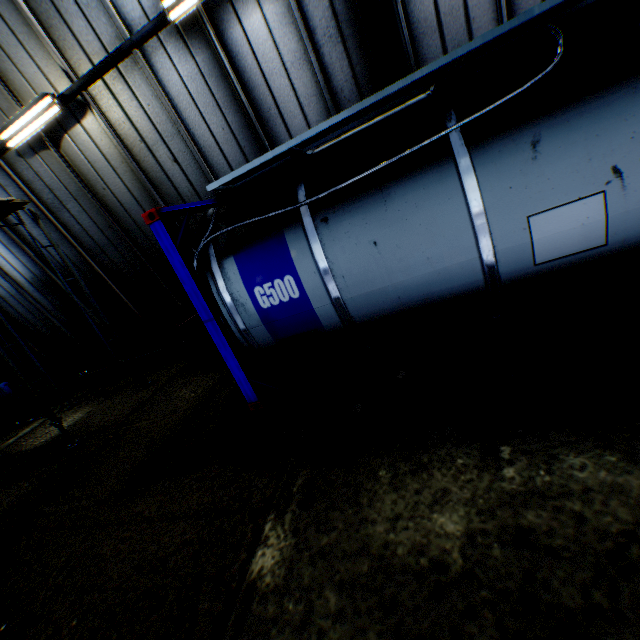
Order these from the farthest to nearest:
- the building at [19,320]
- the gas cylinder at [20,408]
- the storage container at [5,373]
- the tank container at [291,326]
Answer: the storage container at [5,373]
the gas cylinder at [20,408]
the building at [19,320]
the tank container at [291,326]

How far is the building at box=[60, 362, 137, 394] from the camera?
10.3 meters

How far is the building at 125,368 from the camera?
10.34m

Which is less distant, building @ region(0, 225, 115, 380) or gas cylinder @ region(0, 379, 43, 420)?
building @ region(0, 225, 115, 380)

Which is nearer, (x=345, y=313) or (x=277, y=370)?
(x=345, y=313)

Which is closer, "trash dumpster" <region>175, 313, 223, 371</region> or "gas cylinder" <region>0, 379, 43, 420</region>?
"trash dumpster" <region>175, 313, 223, 371</region>
